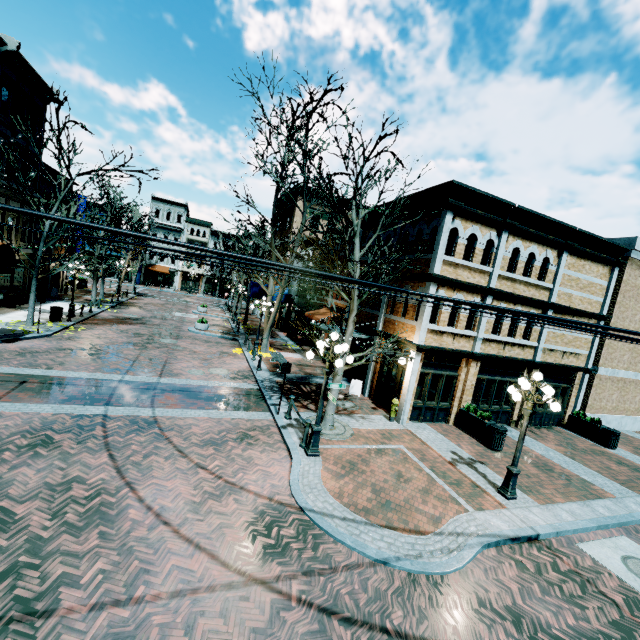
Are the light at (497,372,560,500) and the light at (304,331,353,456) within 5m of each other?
yes

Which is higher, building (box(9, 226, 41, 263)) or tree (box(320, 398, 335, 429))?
building (box(9, 226, 41, 263))

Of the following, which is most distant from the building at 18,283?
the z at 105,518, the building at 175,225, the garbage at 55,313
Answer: the building at 175,225

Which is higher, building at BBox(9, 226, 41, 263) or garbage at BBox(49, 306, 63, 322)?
building at BBox(9, 226, 41, 263)

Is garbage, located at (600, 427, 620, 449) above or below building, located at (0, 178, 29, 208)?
below

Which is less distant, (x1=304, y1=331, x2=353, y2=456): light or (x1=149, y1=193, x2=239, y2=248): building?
(x1=304, y1=331, x2=353, y2=456): light

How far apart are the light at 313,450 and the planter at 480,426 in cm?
716

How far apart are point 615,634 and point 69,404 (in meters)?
14.00
